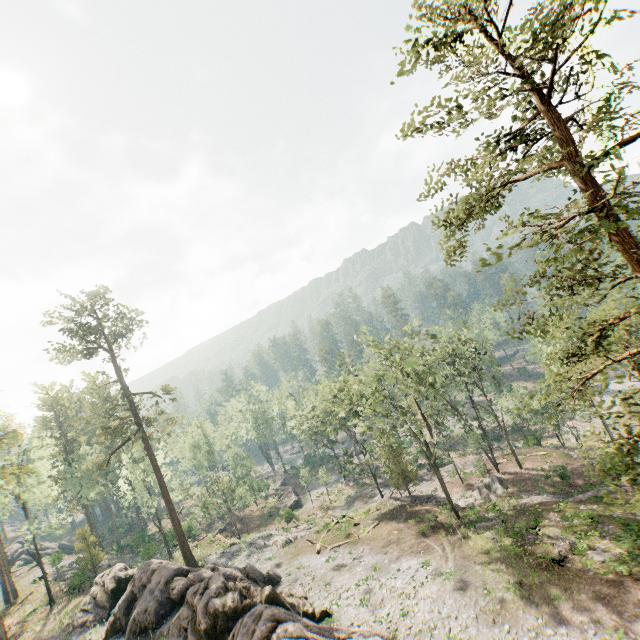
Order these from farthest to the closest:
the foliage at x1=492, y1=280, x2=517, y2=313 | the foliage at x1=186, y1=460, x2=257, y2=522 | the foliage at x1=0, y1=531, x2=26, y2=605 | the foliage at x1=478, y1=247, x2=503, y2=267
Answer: the foliage at x1=186, y1=460, x2=257, y2=522 < the foliage at x1=0, y1=531, x2=26, y2=605 < the foliage at x1=492, y1=280, x2=517, y2=313 < the foliage at x1=478, y1=247, x2=503, y2=267

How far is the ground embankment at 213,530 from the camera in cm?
5106

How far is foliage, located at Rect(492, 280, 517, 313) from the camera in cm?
1512

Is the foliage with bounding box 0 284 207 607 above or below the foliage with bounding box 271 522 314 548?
above

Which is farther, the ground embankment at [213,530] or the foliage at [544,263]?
the ground embankment at [213,530]

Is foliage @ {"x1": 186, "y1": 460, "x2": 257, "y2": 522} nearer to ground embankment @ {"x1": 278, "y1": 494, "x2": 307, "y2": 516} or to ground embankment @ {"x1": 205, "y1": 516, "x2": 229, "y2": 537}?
ground embankment @ {"x1": 278, "y1": 494, "x2": 307, "y2": 516}

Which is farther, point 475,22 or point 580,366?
point 580,366
